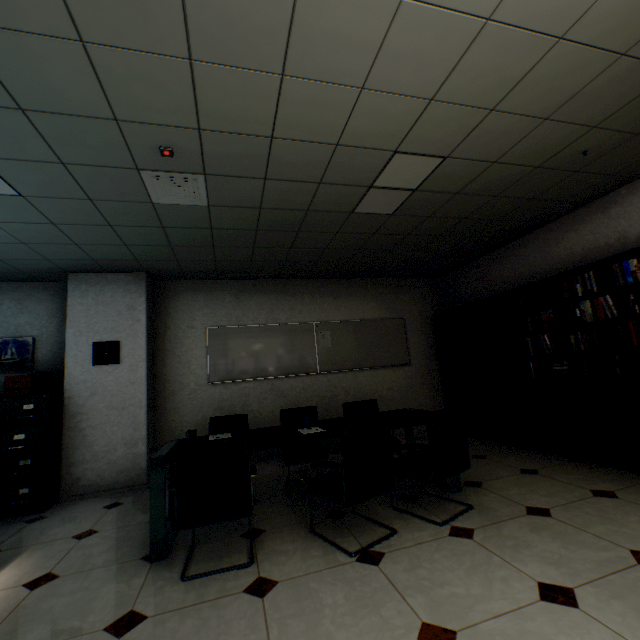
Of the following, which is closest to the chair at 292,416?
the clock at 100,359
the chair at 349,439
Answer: the chair at 349,439

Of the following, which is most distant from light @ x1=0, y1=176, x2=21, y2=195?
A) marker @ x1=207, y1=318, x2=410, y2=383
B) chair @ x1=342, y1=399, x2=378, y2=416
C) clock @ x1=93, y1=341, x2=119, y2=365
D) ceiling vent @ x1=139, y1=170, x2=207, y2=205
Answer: chair @ x1=342, y1=399, x2=378, y2=416

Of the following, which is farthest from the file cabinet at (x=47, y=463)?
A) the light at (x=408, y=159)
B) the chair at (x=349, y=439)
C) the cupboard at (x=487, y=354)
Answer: the cupboard at (x=487, y=354)

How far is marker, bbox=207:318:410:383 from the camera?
5.21m

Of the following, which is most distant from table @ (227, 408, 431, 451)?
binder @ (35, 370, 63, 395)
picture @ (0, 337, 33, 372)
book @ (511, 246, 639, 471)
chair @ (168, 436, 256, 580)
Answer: picture @ (0, 337, 33, 372)

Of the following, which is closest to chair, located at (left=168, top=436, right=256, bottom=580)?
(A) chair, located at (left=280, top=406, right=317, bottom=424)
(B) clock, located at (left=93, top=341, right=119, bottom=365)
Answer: (A) chair, located at (left=280, top=406, right=317, bottom=424)

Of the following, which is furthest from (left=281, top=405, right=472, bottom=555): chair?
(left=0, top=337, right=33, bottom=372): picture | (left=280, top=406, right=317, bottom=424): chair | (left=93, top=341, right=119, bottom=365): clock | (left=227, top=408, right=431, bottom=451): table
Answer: (left=0, top=337, right=33, bottom=372): picture

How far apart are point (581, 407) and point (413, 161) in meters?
3.4
